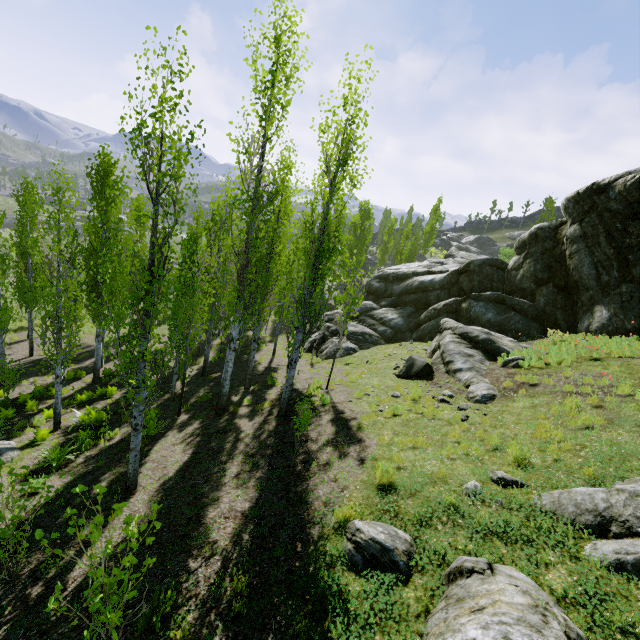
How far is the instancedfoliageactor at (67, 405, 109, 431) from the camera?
11.66m

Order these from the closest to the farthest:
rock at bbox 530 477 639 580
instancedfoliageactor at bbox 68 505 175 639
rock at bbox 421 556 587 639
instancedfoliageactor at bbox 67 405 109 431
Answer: instancedfoliageactor at bbox 68 505 175 639 → rock at bbox 421 556 587 639 → rock at bbox 530 477 639 580 → instancedfoliageactor at bbox 67 405 109 431

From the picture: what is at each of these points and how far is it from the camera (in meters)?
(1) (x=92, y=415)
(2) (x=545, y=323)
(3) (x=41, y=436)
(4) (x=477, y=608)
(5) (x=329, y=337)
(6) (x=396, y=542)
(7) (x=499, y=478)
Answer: (1) instancedfoliageactor, 12.52
(2) rock, 17.36
(3) instancedfoliageactor, 11.12
(4) rock, 3.47
(5) rock, 23.39
(6) rock, 4.75
(7) rock, 6.18

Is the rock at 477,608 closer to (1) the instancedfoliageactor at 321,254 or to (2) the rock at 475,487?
(2) the rock at 475,487

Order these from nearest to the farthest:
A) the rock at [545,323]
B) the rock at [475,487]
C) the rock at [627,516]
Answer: the rock at [627,516]
the rock at [475,487]
the rock at [545,323]

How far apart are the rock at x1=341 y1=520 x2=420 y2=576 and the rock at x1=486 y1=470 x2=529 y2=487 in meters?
2.1 m

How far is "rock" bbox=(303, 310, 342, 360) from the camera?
21.28m

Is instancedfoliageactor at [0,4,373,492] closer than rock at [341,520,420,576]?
No
